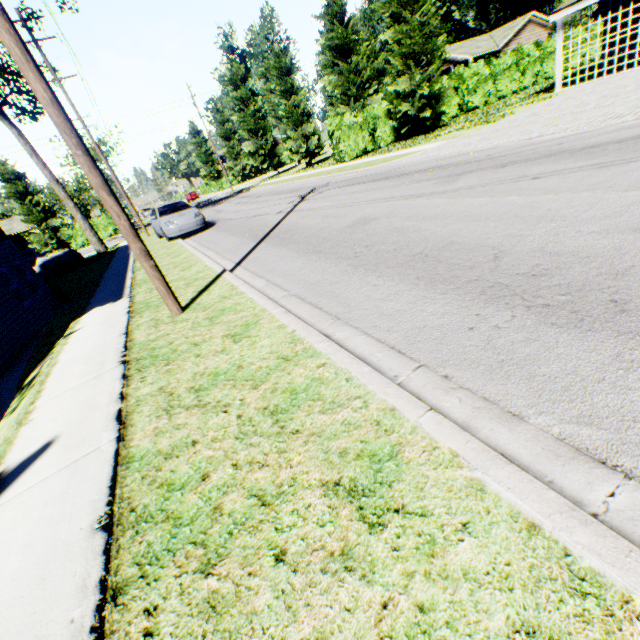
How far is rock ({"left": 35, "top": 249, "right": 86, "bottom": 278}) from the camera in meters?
20.9

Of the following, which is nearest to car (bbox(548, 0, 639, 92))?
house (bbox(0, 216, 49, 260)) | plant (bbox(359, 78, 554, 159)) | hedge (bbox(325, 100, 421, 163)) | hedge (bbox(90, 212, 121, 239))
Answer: hedge (bbox(325, 100, 421, 163))

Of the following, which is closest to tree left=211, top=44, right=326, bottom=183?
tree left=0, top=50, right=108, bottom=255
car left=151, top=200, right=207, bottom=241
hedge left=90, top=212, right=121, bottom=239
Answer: car left=151, top=200, right=207, bottom=241

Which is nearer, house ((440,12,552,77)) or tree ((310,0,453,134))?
tree ((310,0,453,134))

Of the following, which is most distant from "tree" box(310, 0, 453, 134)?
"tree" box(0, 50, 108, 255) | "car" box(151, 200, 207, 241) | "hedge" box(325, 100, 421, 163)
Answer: "tree" box(0, 50, 108, 255)

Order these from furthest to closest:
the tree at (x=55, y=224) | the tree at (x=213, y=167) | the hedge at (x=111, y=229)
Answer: the tree at (x=213, y=167)
the hedge at (x=111, y=229)
the tree at (x=55, y=224)

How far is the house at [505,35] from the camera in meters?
36.2

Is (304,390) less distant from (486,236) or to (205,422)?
(205,422)
